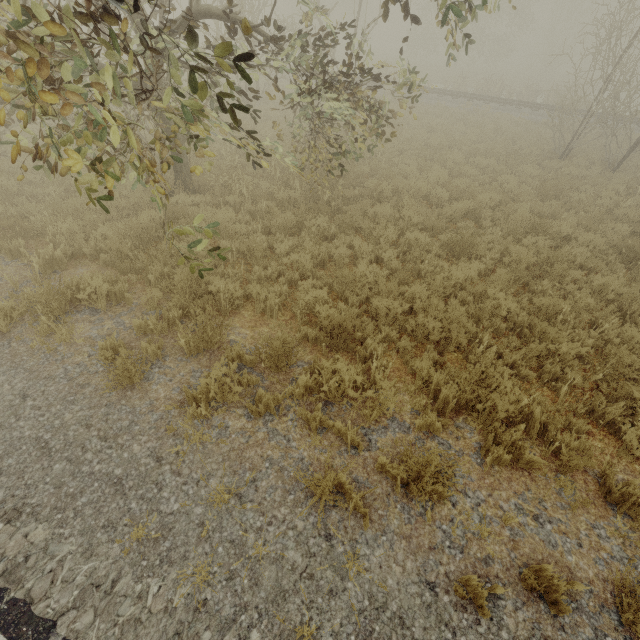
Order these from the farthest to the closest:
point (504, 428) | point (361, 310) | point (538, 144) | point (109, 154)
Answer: point (538, 144), point (361, 310), point (109, 154), point (504, 428)
